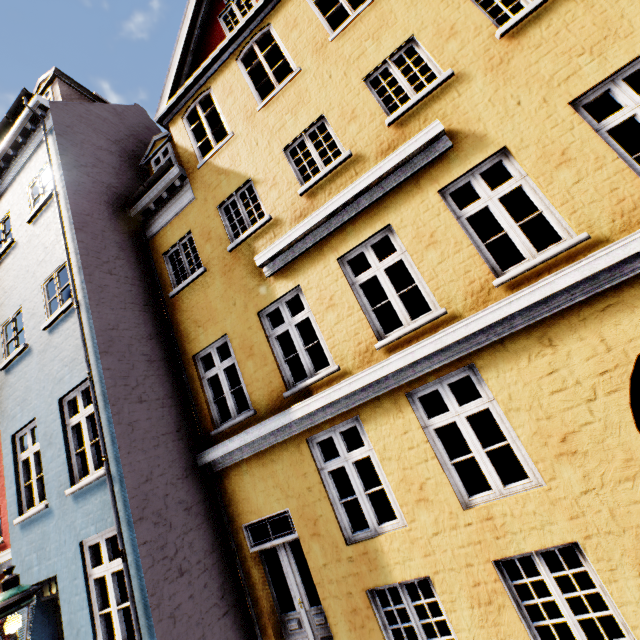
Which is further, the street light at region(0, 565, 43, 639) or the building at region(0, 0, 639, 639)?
the building at region(0, 0, 639, 639)

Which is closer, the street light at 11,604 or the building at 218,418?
the street light at 11,604

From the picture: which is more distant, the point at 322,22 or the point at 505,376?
the point at 322,22
